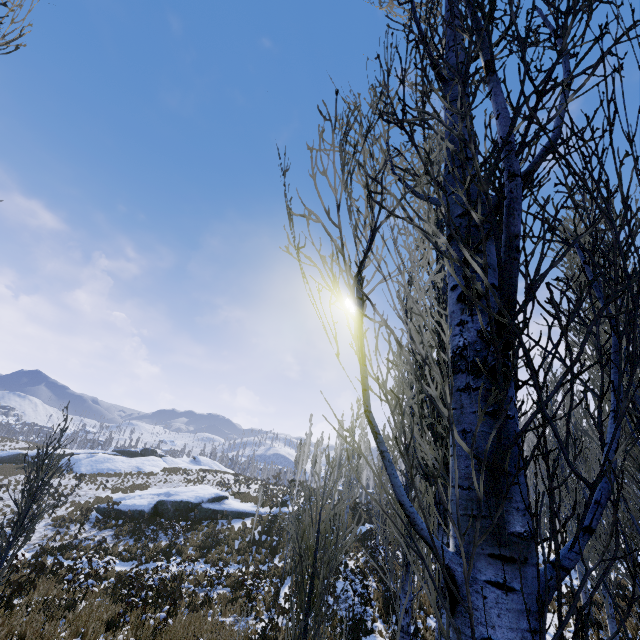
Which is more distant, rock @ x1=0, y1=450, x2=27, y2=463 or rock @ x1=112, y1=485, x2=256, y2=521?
rock @ x1=0, y1=450, x2=27, y2=463

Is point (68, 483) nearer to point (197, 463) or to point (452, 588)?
point (197, 463)

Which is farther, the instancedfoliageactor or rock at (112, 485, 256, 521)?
rock at (112, 485, 256, 521)

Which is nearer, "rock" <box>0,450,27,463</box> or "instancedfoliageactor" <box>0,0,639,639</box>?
"instancedfoliageactor" <box>0,0,639,639</box>

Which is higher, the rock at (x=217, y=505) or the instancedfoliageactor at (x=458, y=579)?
the instancedfoliageactor at (x=458, y=579)

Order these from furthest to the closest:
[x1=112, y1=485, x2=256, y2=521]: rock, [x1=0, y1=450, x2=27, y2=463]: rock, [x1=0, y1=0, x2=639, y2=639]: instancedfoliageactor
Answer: [x1=0, y1=450, x2=27, y2=463]: rock, [x1=112, y1=485, x2=256, y2=521]: rock, [x1=0, y1=0, x2=639, y2=639]: instancedfoliageactor

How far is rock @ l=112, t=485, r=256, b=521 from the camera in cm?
2477

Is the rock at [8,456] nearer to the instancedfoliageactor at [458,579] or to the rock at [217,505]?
the instancedfoliageactor at [458,579]
